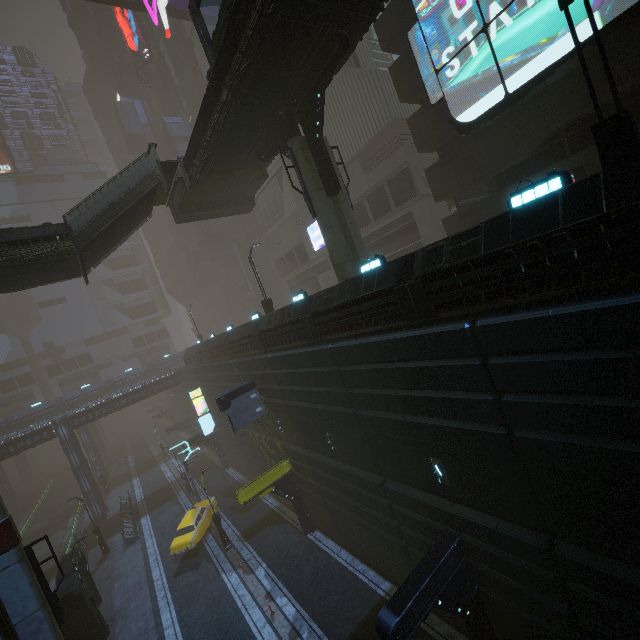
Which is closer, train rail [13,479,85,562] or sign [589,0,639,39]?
sign [589,0,639,39]

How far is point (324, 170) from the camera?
15.01m

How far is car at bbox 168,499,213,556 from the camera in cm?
2186

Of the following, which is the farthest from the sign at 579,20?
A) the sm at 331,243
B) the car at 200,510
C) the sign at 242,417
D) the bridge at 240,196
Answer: the car at 200,510

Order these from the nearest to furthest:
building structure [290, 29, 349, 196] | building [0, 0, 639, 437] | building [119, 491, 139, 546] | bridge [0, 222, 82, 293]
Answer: building [0, 0, 639, 437] → building structure [290, 29, 349, 196] → bridge [0, 222, 82, 293] → building [119, 491, 139, 546]

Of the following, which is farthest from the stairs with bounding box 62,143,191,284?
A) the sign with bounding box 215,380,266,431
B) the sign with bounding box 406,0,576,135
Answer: the sign with bounding box 406,0,576,135

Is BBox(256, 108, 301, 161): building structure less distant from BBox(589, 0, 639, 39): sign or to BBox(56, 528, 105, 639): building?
BBox(56, 528, 105, 639): building

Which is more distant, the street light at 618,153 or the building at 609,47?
the building at 609,47
